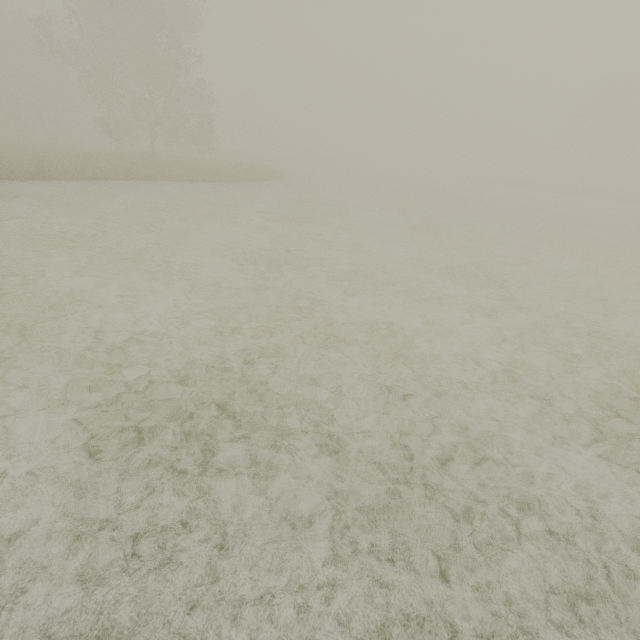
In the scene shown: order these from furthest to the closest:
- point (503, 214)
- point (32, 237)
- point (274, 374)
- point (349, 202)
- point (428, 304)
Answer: point (503, 214) → point (349, 202) → point (32, 237) → point (428, 304) → point (274, 374)
